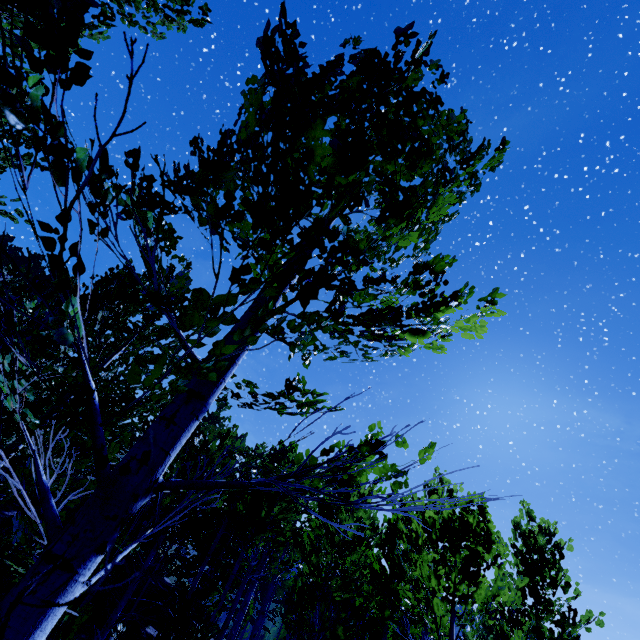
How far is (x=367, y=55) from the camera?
3.1m
